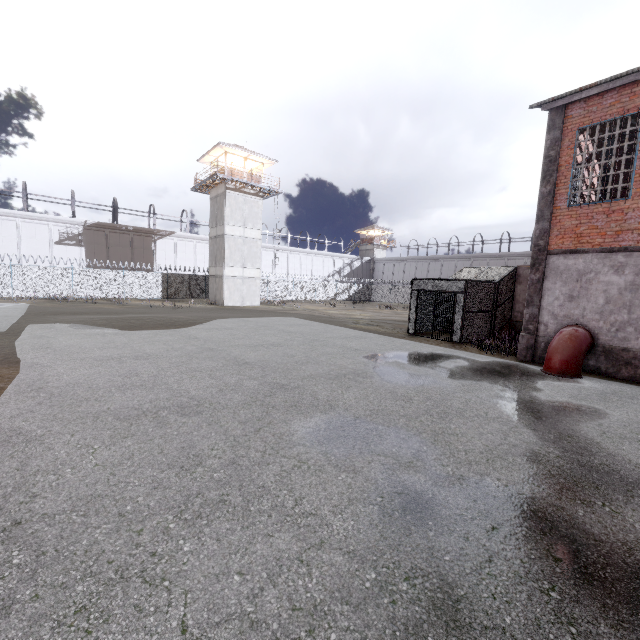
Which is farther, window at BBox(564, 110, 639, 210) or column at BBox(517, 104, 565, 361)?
column at BBox(517, 104, 565, 361)

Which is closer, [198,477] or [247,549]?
[247,549]

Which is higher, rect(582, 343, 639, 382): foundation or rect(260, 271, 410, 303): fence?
rect(260, 271, 410, 303): fence

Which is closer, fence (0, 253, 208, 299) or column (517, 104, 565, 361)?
column (517, 104, 565, 361)

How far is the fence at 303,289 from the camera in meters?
42.0 m

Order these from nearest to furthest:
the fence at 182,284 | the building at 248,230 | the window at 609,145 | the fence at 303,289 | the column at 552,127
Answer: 1. the window at 609,145
2. the column at 552,127
3. the fence at 182,284
4. the building at 248,230
5. the fence at 303,289

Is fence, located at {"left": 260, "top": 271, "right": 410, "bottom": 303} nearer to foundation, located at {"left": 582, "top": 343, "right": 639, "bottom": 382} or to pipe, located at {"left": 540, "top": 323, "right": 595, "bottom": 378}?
foundation, located at {"left": 582, "top": 343, "right": 639, "bottom": 382}

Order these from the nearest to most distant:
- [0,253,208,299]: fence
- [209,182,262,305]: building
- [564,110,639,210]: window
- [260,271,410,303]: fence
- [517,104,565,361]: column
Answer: [564,110,639,210]: window, [517,104,565,361]: column, [0,253,208,299]: fence, [209,182,262,305]: building, [260,271,410,303]: fence
